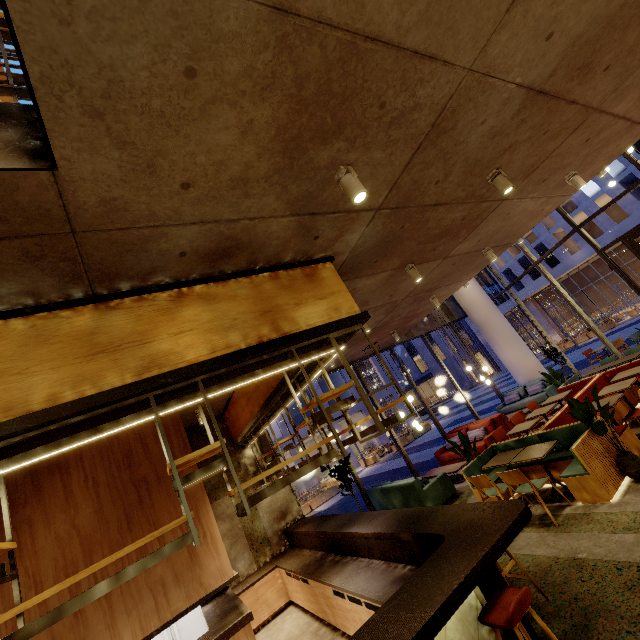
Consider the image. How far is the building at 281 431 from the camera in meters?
26.5

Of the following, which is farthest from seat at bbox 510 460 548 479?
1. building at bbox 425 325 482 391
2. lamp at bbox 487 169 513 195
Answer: building at bbox 425 325 482 391

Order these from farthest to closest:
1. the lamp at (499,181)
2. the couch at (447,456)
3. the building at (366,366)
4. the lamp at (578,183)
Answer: the building at (366,366) < the couch at (447,456) < the lamp at (578,183) < the lamp at (499,181)

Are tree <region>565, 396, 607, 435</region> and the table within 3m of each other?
yes

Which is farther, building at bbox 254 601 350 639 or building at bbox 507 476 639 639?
building at bbox 254 601 350 639

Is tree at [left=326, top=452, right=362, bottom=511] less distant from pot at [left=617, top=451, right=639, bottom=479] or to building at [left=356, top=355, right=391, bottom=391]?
pot at [left=617, top=451, right=639, bottom=479]

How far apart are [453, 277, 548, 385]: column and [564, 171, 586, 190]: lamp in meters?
8.8 m

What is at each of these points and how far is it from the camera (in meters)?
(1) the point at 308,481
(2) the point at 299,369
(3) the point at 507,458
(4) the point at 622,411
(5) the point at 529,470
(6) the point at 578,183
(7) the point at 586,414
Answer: (1) building, 25.30
(2) bar shelf, 4.56
(3) table, 5.99
(4) seat, 6.95
(5) seat, 6.20
(6) lamp, 5.74
(7) tree, 5.09
